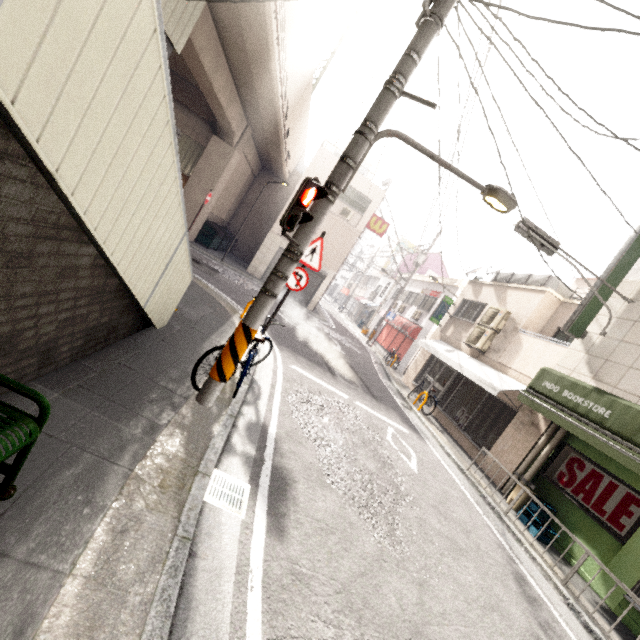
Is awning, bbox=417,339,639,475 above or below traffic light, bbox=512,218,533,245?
below

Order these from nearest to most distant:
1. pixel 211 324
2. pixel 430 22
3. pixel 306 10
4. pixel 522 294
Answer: pixel 430 22, pixel 211 324, pixel 306 10, pixel 522 294

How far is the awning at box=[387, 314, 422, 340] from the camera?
19.55m

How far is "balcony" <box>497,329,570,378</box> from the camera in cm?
926

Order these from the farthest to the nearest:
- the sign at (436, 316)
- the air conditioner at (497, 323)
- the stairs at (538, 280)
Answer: the sign at (436, 316) < the air conditioner at (497, 323) < the stairs at (538, 280)

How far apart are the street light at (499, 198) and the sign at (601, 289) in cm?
499

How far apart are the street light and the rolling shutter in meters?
16.5 m

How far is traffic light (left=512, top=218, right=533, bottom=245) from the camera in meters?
6.7 m
